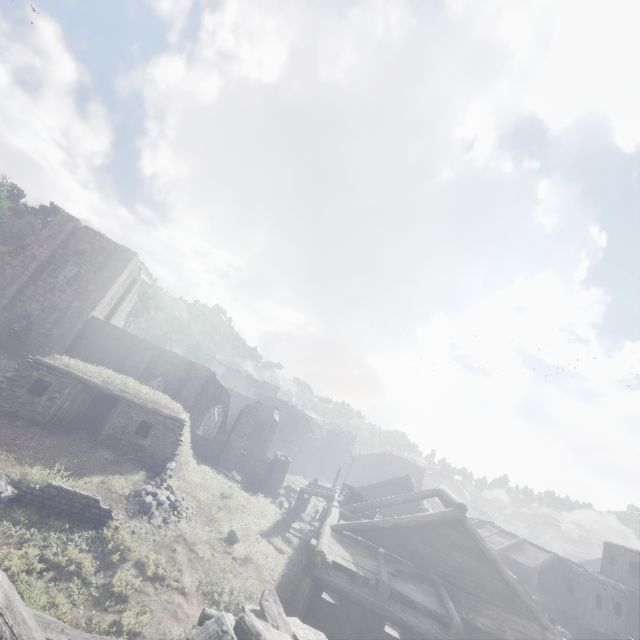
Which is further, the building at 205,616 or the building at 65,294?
the building at 65,294

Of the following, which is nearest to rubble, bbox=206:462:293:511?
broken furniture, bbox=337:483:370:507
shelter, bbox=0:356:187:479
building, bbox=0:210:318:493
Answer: building, bbox=0:210:318:493

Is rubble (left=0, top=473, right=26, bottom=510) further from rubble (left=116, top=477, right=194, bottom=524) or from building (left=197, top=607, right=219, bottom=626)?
building (left=197, top=607, right=219, bottom=626)

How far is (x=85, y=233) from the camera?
25.59m

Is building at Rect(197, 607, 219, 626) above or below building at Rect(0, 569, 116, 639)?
below

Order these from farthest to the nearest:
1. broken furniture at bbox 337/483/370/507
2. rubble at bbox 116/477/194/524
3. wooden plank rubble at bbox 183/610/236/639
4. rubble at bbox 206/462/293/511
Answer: rubble at bbox 206/462/293/511
broken furniture at bbox 337/483/370/507
rubble at bbox 116/477/194/524
wooden plank rubble at bbox 183/610/236/639

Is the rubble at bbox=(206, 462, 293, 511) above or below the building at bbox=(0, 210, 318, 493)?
below

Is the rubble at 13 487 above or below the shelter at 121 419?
below
